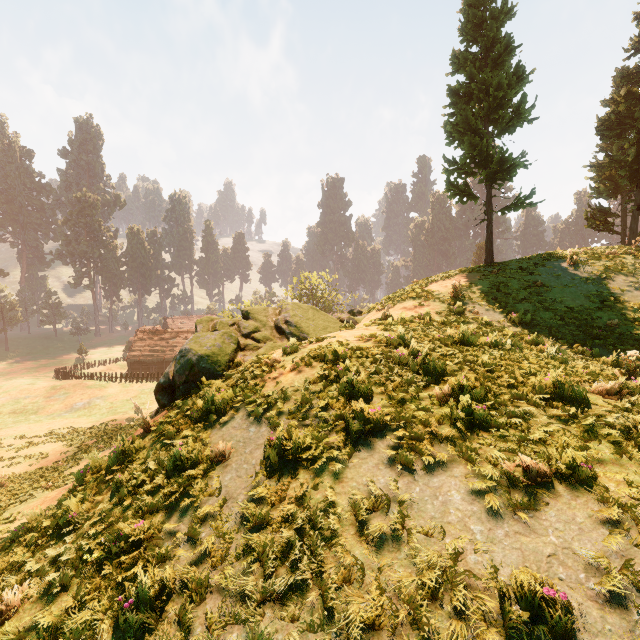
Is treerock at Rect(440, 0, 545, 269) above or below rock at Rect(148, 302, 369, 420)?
above

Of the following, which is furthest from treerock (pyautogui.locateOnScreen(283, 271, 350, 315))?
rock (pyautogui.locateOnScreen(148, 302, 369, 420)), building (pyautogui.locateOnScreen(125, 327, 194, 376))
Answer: rock (pyautogui.locateOnScreen(148, 302, 369, 420))

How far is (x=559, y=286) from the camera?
14.0m

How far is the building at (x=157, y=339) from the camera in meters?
54.7

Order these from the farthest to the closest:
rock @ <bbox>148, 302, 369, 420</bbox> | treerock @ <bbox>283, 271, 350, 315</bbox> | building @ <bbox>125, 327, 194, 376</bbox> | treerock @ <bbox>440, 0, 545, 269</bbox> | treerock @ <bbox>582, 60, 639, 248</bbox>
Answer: building @ <bbox>125, 327, 194, 376</bbox> → treerock @ <bbox>283, 271, 350, 315</bbox> → treerock @ <bbox>582, 60, 639, 248</bbox> → treerock @ <bbox>440, 0, 545, 269</bbox> → rock @ <bbox>148, 302, 369, 420</bbox>

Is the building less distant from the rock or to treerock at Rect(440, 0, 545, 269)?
treerock at Rect(440, 0, 545, 269)

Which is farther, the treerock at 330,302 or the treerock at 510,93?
the treerock at 330,302

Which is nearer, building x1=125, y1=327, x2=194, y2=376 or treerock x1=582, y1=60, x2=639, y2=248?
treerock x1=582, y1=60, x2=639, y2=248
